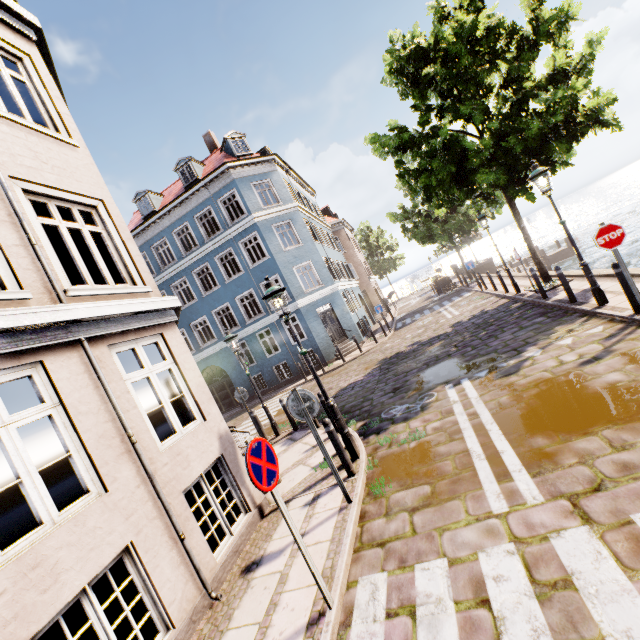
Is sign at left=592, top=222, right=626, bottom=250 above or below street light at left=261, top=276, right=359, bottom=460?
below

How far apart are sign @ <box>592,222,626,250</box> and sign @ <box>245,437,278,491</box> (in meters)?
7.12

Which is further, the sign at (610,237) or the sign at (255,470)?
the sign at (610,237)

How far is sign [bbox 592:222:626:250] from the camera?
6.12m

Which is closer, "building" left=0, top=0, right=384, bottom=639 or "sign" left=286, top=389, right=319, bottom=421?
"building" left=0, top=0, right=384, bottom=639

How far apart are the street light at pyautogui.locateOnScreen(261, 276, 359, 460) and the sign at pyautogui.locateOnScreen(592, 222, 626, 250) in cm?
600

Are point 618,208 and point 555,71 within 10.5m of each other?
no

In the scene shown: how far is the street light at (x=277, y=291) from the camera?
6.21m
